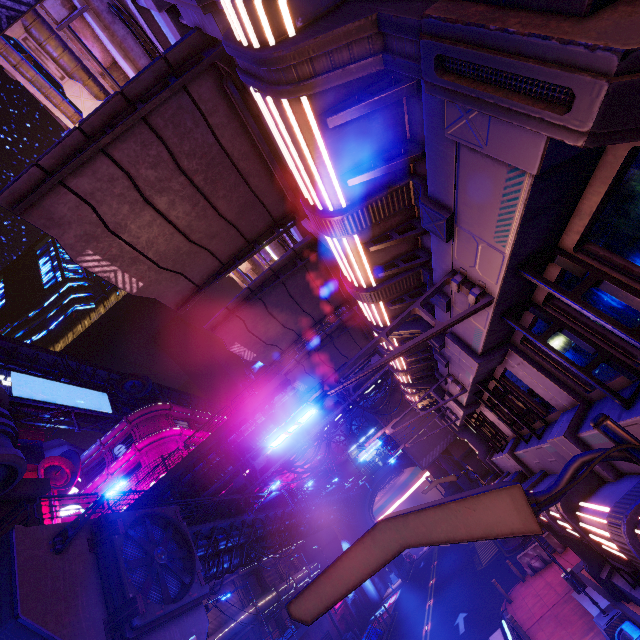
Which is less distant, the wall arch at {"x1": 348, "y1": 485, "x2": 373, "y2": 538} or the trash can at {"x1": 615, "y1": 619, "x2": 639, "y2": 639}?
the trash can at {"x1": 615, "y1": 619, "x2": 639, "y2": 639}

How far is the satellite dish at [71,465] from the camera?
33.84m

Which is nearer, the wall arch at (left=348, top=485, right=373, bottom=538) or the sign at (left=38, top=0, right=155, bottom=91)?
the sign at (left=38, top=0, right=155, bottom=91)

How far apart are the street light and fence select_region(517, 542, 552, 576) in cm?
2018

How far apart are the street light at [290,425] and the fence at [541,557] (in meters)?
20.18

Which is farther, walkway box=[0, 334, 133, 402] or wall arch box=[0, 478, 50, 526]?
walkway box=[0, 334, 133, 402]

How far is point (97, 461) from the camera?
45.3m

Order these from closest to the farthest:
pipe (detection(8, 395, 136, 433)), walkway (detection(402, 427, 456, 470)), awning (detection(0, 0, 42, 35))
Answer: awning (detection(0, 0, 42, 35)) → walkway (detection(402, 427, 456, 470)) → pipe (detection(8, 395, 136, 433))
